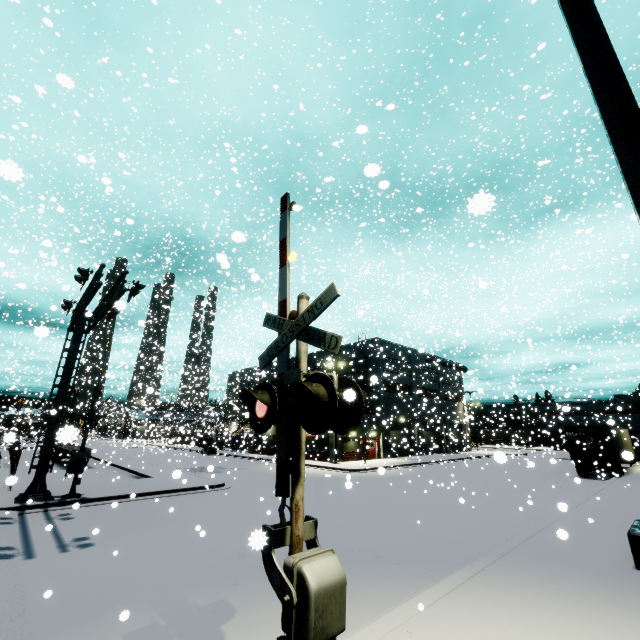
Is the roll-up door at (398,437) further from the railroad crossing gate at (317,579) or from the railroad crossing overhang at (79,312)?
the railroad crossing overhang at (79,312)

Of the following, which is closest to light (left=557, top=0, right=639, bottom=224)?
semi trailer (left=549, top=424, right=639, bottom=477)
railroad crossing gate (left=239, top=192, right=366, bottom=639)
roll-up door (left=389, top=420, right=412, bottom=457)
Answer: railroad crossing gate (left=239, top=192, right=366, bottom=639)

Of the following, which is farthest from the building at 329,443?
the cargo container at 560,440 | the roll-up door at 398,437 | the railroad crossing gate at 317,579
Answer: the railroad crossing gate at 317,579

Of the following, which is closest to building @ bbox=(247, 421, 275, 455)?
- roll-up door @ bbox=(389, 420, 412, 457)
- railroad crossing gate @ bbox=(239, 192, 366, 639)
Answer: roll-up door @ bbox=(389, 420, 412, 457)

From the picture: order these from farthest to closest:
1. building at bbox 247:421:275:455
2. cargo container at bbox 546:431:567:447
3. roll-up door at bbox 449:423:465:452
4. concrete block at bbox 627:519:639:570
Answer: roll-up door at bbox 449:423:465:452 < building at bbox 247:421:275:455 < cargo container at bbox 546:431:567:447 < concrete block at bbox 627:519:639:570

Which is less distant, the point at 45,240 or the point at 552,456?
the point at 45,240

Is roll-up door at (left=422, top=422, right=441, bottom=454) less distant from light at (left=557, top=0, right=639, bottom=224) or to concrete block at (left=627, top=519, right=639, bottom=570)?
concrete block at (left=627, top=519, right=639, bottom=570)

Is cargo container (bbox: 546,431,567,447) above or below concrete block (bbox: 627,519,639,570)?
above
